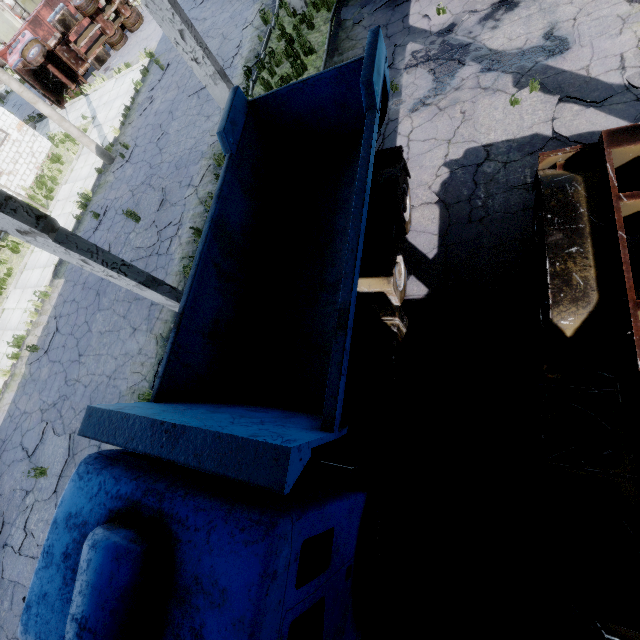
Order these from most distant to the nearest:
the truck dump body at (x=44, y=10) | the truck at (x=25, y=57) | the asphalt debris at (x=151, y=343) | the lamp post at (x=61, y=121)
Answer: the truck dump body at (x=44, y=10) < the truck at (x=25, y=57) < the lamp post at (x=61, y=121) < the asphalt debris at (x=151, y=343)

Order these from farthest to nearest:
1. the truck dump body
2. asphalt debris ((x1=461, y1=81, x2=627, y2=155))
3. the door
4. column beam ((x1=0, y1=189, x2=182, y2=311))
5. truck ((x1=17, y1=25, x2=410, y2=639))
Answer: the door → the truck dump body → asphalt debris ((x1=461, y1=81, x2=627, y2=155)) → column beam ((x1=0, y1=189, x2=182, y2=311)) → truck ((x1=17, y1=25, x2=410, y2=639))

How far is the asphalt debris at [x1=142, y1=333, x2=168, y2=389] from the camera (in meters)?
8.90

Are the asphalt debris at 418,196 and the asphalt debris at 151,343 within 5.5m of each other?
no

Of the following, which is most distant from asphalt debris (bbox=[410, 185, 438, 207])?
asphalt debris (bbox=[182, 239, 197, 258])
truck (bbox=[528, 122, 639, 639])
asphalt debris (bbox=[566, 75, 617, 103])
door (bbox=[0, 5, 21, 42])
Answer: door (bbox=[0, 5, 21, 42])

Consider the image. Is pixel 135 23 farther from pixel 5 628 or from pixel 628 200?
pixel 5 628

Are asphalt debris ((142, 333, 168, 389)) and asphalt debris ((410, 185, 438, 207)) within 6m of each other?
no

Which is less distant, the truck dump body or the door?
the truck dump body
